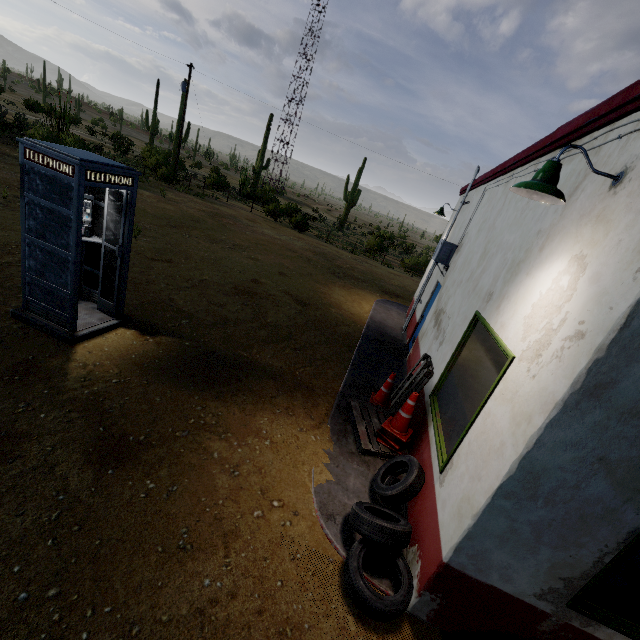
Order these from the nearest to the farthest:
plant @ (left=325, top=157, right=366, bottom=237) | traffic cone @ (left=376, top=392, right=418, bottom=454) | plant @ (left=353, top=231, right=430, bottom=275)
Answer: traffic cone @ (left=376, top=392, right=418, bottom=454)
plant @ (left=353, top=231, right=430, bottom=275)
plant @ (left=325, top=157, right=366, bottom=237)

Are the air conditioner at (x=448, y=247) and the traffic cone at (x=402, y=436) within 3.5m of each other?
no

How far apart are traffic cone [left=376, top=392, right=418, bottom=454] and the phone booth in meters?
4.9

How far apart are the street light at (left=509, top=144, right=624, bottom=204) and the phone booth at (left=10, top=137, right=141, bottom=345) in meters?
5.0 m

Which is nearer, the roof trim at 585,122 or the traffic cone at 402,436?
the roof trim at 585,122

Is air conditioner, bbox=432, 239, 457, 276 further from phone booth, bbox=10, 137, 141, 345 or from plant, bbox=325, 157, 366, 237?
plant, bbox=325, 157, 366, 237

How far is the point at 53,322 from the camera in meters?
5.0

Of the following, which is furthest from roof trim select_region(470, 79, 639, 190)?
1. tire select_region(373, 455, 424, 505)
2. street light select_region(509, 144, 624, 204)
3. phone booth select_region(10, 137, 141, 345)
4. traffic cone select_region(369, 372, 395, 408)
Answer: phone booth select_region(10, 137, 141, 345)
